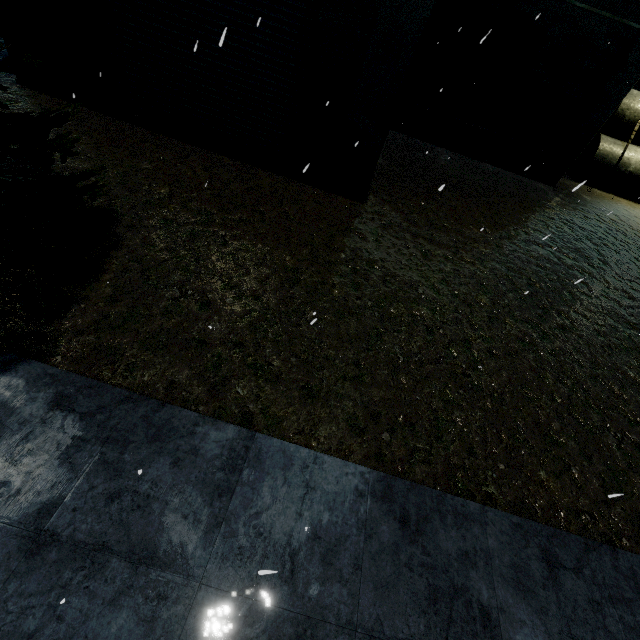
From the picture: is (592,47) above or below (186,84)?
above

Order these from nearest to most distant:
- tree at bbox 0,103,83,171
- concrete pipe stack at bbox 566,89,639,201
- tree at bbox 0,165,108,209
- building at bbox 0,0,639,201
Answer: tree at bbox 0,103,83,171 < tree at bbox 0,165,108,209 < building at bbox 0,0,639,201 < concrete pipe stack at bbox 566,89,639,201

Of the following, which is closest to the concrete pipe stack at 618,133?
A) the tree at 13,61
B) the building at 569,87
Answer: the building at 569,87

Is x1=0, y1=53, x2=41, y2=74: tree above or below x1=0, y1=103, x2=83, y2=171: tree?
above

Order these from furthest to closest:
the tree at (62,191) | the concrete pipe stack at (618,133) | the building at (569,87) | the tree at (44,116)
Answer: the concrete pipe stack at (618,133), the building at (569,87), the tree at (62,191), the tree at (44,116)

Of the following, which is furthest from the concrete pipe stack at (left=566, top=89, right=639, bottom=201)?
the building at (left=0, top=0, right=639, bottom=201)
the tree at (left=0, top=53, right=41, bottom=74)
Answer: the tree at (left=0, top=53, right=41, bottom=74)
